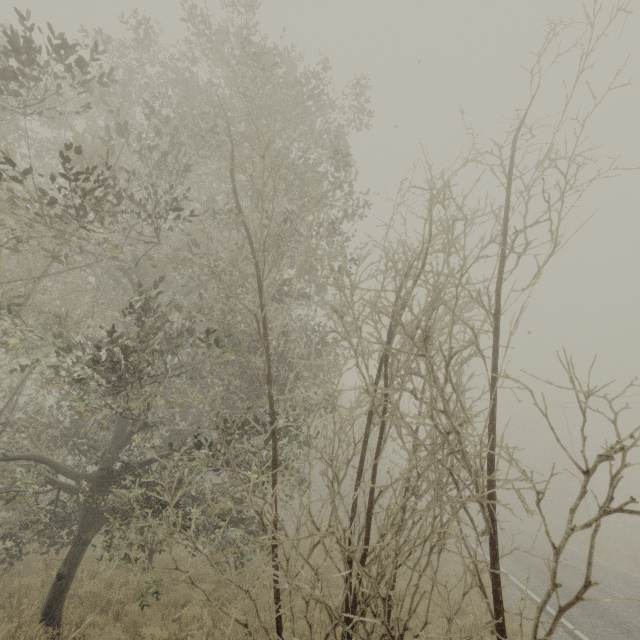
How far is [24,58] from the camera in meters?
8.8
